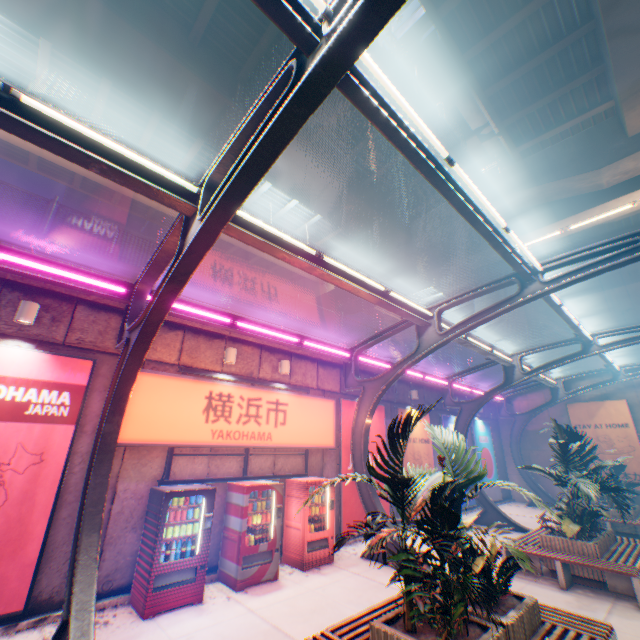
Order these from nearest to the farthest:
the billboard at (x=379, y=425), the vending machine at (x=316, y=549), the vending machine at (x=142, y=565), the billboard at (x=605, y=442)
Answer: the vending machine at (x=142, y=565), the vending machine at (x=316, y=549), the billboard at (x=379, y=425), the billboard at (x=605, y=442)

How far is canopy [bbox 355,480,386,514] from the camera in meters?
9.3 m

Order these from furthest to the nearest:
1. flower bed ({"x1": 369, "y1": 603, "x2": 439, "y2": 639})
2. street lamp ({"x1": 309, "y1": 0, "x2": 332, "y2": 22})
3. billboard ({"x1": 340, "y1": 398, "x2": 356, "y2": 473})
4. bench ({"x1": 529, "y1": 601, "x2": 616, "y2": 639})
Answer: billboard ({"x1": 340, "y1": 398, "x2": 356, "y2": 473}), bench ({"x1": 529, "y1": 601, "x2": 616, "y2": 639}), flower bed ({"x1": 369, "y1": 603, "x2": 439, "y2": 639}), street lamp ({"x1": 309, "y1": 0, "x2": 332, "y2": 22})

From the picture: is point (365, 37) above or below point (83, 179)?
below

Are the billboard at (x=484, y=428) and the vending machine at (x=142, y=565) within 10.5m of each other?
no

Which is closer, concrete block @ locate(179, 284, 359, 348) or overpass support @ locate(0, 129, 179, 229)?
concrete block @ locate(179, 284, 359, 348)

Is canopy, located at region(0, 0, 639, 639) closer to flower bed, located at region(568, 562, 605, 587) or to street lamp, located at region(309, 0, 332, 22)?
street lamp, located at region(309, 0, 332, 22)

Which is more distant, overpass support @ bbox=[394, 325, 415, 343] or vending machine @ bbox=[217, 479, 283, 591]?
overpass support @ bbox=[394, 325, 415, 343]
